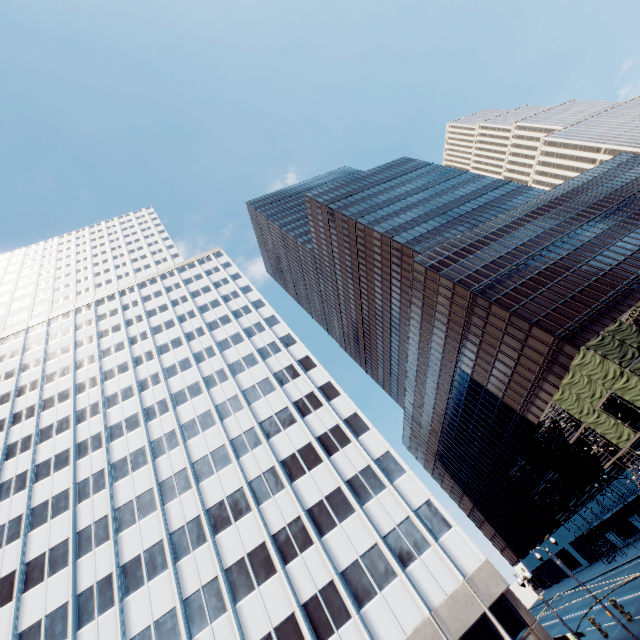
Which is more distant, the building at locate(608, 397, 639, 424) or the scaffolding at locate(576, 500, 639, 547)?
the scaffolding at locate(576, 500, 639, 547)

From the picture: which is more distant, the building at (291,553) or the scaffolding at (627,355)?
the scaffolding at (627,355)

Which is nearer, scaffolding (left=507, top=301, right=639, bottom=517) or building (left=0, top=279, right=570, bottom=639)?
building (left=0, top=279, right=570, bottom=639)

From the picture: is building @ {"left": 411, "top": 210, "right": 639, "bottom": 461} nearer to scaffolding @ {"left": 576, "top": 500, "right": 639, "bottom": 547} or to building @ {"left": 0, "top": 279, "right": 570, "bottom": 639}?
scaffolding @ {"left": 576, "top": 500, "right": 639, "bottom": 547}

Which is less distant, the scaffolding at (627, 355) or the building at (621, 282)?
the scaffolding at (627, 355)

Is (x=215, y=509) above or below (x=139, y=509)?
below

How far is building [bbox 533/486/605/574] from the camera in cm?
5246
